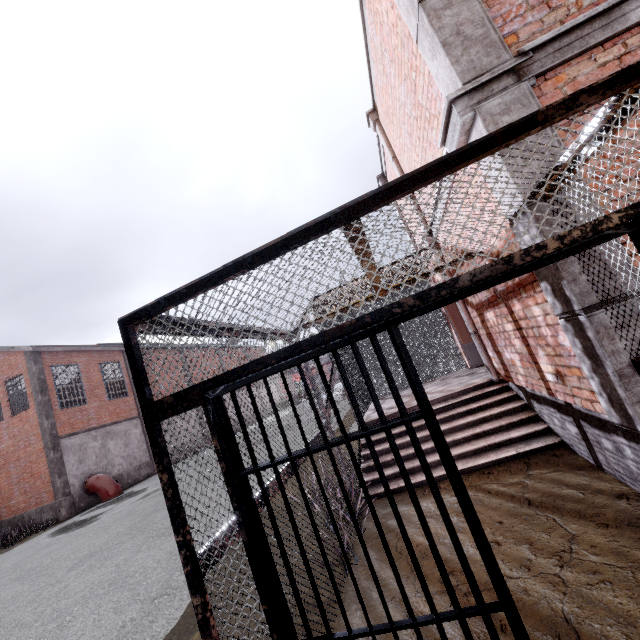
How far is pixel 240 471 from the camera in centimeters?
167cm

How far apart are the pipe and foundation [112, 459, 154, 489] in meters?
0.1

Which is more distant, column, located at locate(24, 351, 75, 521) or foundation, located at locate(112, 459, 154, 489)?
foundation, located at locate(112, 459, 154, 489)

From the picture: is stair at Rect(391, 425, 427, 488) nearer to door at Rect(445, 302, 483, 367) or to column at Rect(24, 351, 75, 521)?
door at Rect(445, 302, 483, 367)

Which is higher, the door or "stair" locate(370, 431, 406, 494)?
the door

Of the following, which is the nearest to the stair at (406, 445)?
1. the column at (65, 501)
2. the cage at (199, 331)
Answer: the cage at (199, 331)

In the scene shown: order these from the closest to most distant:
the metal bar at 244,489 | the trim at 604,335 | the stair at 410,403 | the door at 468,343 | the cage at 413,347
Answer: the metal bar at 244,489, the trim at 604,335, the stair at 410,403, the door at 468,343, the cage at 413,347

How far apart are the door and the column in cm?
2011
